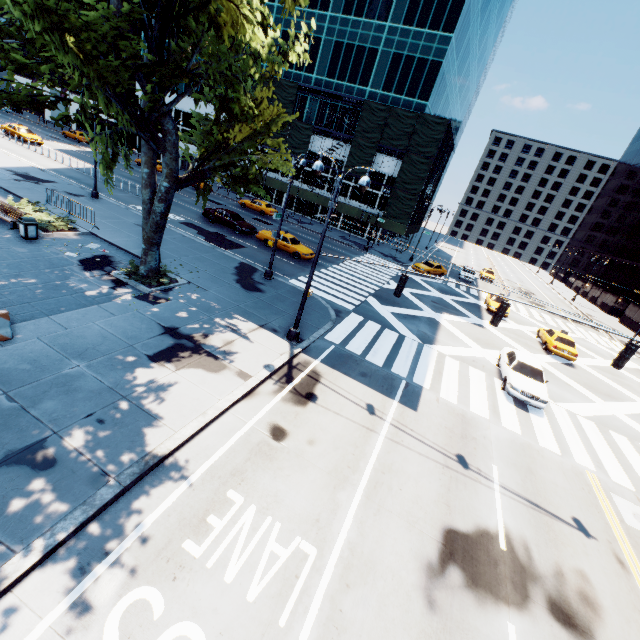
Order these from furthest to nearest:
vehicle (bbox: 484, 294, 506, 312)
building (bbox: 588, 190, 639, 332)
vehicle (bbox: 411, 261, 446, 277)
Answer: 1. building (bbox: 588, 190, 639, 332)
2. vehicle (bbox: 411, 261, 446, 277)
3. vehicle (bbox: 484, 294, 506, 312)

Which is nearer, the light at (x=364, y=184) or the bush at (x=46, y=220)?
the light at (x=364, y=184)

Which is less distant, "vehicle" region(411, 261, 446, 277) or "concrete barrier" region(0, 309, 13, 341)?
"concrete barrier" region(0, 309, 13, 341)

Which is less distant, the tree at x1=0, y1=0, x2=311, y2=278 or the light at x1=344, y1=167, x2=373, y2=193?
the tree at x1=0, y1=0, x2=311, y2=278

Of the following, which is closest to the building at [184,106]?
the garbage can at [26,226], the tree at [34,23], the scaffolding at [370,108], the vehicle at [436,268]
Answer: the scaffolding at [370,108]

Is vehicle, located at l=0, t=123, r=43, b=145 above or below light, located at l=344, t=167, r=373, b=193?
below

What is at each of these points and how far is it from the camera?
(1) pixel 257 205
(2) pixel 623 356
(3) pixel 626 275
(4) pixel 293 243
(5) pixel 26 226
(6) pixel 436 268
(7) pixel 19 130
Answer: (1) vehicle, 40.2 meters
(2) traffic light, 9.5 meters
(3) building, 51.0 meters
(4) vehicle, 26.9 meters
(5) garbage can, 15.2 meters
(6) vehicle, 37.0 meters
(7) vehicle, 36.8 meters

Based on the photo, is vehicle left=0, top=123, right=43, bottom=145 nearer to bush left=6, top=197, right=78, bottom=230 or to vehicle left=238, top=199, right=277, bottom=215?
vehicle left=238, top=199, right=277, bottom=215
